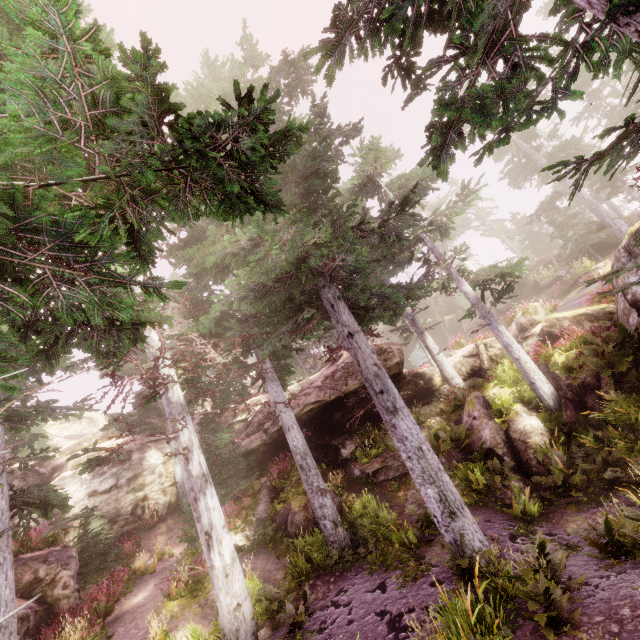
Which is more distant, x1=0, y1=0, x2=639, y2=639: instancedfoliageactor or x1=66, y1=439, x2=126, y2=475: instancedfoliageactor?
x1=66, y1=439, x2=126, y2=475: instancedfoliageactor

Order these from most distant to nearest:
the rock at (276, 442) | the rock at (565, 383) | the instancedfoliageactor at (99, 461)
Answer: the rock at (276, 442) < the rock at (565, 383) < the instancedfoliageactor at (99, 461)

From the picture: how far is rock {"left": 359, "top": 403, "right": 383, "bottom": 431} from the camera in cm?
1933

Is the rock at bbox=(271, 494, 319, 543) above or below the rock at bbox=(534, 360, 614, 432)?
above

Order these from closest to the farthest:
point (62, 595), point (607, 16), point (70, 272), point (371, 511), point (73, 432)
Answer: point (607, 16), point (70, 272), point (62, 595), point (371, 511), point (73, 432)

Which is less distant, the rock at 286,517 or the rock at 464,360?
the rock at 286,517
